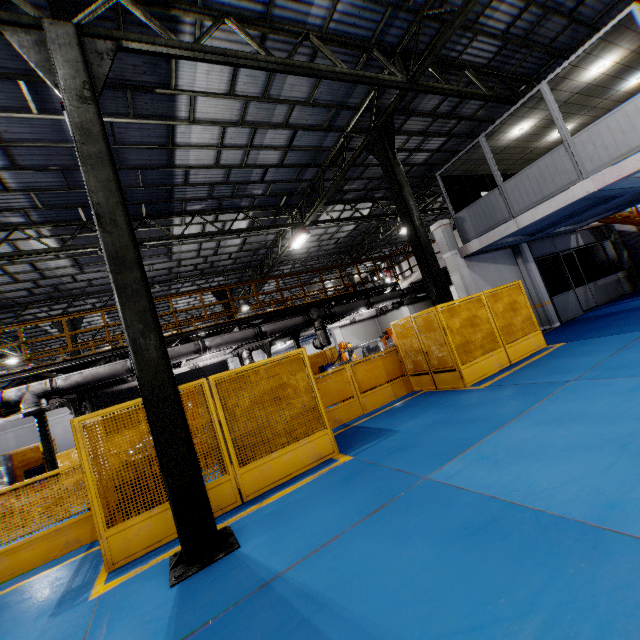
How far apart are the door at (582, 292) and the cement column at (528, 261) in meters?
2.0 m

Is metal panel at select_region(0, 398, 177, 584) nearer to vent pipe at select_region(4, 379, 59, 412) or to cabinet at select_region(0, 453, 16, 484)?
cabinet at select_region(0, 453, 16, 484)

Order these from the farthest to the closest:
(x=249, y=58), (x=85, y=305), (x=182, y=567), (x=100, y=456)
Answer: (x=85, y=305) < (x=249, y=58) < (x=100, y=456) < (x=182, y=567)

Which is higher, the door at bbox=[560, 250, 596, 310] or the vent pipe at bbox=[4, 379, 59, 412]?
the vent pipe at bbox=[4, 379, 59, 412]

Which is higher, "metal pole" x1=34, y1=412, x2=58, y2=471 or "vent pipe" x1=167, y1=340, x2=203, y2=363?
"vent pipe" x1=167, y1=340, x2=203, y2=363

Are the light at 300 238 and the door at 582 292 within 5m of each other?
no

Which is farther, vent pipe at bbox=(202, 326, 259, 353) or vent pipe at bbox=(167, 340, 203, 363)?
vent pipe at bbox=(202, 326, 259, 353)

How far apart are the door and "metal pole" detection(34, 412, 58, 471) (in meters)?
20.20
